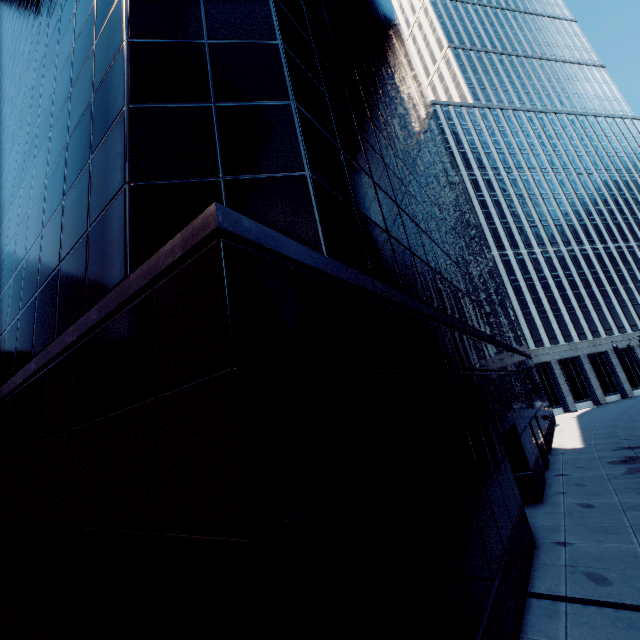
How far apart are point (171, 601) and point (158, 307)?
3.59m
